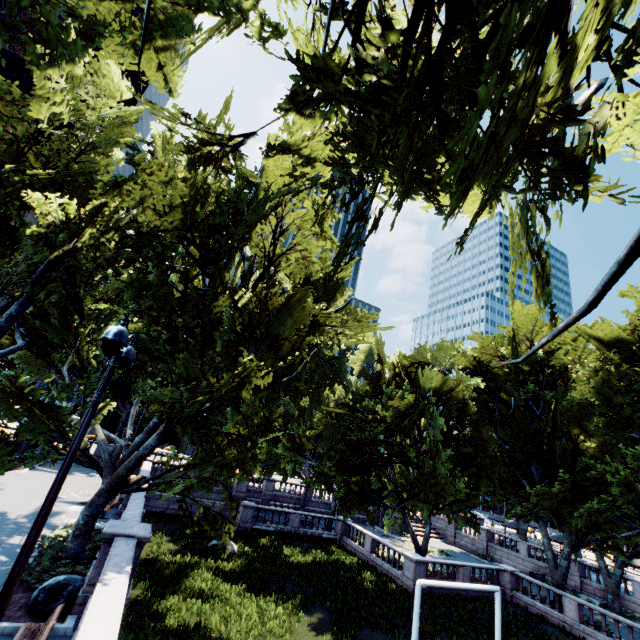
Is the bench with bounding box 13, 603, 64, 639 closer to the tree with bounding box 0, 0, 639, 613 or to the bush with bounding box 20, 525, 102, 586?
the bush with bounding box 20, 525, 102, 586

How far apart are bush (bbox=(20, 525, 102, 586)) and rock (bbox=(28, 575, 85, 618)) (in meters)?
0.86

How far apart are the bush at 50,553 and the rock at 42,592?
0.9 meters

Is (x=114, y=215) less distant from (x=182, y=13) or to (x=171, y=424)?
(x=182, y=13)

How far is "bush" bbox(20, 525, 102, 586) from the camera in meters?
10.4 m

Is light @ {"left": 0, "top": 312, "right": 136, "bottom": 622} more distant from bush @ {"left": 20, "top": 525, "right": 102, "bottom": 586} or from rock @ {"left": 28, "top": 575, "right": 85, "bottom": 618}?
bush @ {"left": 20, "top": 525, "right": 102, "bottom": 586}

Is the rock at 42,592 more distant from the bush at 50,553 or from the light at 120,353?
the light at 120,353

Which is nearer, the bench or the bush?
the bench
